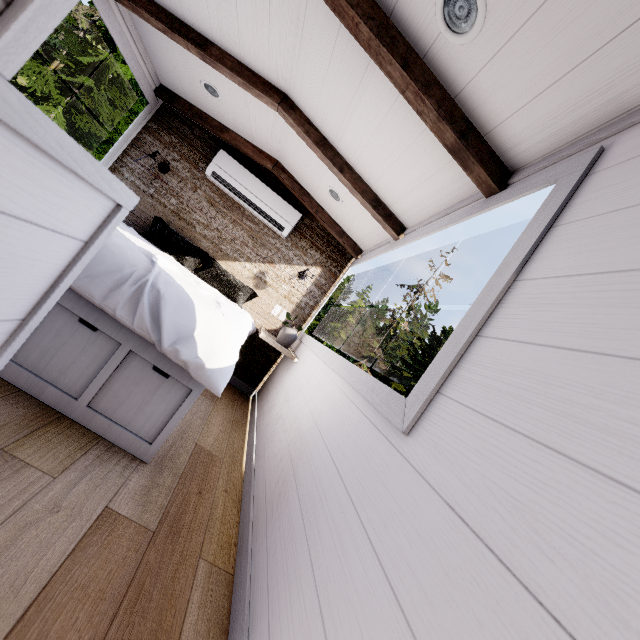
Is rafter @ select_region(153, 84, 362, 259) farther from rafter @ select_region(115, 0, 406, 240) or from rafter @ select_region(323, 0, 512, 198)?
rafter @ select_region(323, 0, 512, 198)

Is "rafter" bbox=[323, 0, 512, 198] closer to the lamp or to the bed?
the lamp

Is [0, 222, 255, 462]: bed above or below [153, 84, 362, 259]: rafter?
below

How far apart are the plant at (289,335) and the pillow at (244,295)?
0.5 meters

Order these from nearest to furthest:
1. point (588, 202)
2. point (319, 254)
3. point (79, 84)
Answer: point (588, 202) → point (319, 254) → point (79, 84)

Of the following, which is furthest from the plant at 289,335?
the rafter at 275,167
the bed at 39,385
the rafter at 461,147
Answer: the rafter at 461,147

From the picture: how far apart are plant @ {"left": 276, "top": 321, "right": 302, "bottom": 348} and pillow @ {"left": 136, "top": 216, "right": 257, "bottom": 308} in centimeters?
47cm

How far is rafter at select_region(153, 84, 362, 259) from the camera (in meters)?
3.37
